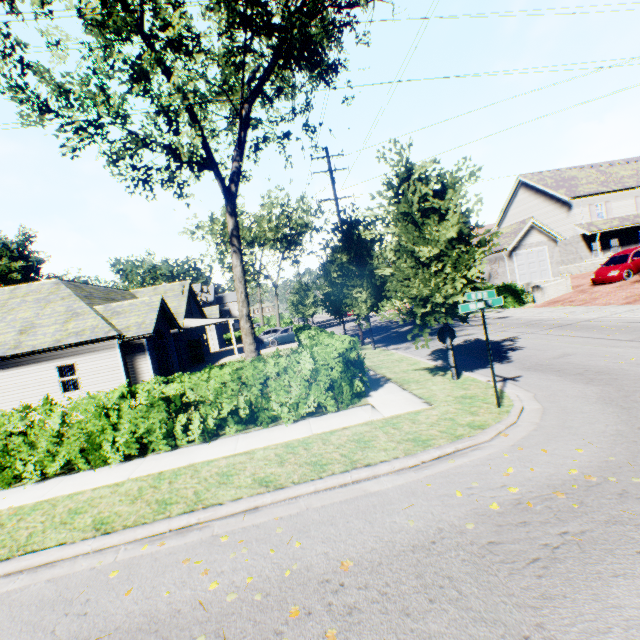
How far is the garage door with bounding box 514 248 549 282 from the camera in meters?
29.1

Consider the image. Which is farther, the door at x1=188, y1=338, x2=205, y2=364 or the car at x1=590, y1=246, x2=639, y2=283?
the door at x1=188, y1=338, x2=205, y2=364

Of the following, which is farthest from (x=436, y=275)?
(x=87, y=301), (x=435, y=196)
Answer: (x=87, y=301)

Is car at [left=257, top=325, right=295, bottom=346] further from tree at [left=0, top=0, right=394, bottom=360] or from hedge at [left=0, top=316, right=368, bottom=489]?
hedge at [left=0, top=316, right=368, bottom=489]

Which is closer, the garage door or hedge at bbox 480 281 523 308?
hedge at bbox 480 281 523 308

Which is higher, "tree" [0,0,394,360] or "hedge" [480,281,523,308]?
"tree" [0,0,394,360]

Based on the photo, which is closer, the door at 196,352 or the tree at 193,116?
the tree at 193,116

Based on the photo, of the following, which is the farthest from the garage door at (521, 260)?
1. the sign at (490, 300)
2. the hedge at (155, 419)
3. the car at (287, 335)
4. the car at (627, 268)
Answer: the hedge at (155, 419)
